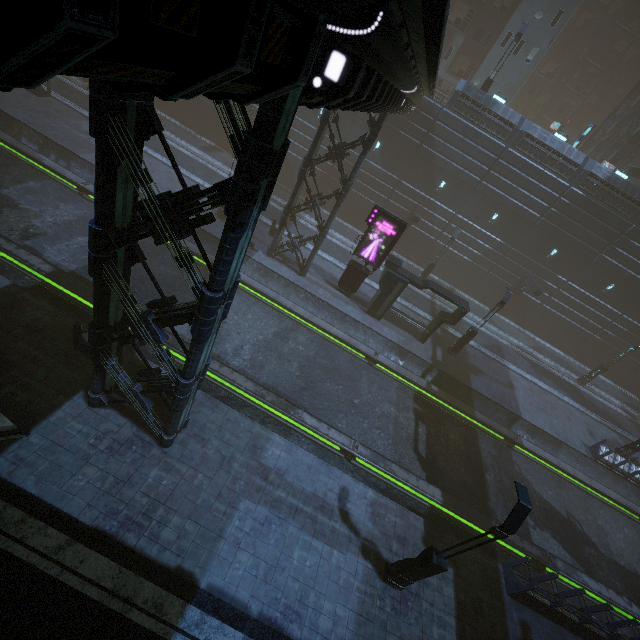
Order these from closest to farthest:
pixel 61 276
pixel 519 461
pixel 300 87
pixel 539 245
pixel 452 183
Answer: pixel 300 87
pixel 61 276
pixel 519 461
pixel 452 183
pixel 539 245

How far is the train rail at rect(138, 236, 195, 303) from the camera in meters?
16.8 m

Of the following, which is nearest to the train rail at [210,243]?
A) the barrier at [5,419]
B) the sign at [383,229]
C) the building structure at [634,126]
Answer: the sign at [383,229]

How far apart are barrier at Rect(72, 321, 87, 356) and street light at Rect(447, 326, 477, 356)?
19.91m

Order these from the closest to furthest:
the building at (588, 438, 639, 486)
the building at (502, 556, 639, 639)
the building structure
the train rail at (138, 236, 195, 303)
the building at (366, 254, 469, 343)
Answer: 1. the building at (502, 556, 639, 639)
2. the train rail at (138, 236, 195, 303)
3. the building at (366, 254, 469, 343)
4. the building at (588, 438, 639, 486)
5. the building structure

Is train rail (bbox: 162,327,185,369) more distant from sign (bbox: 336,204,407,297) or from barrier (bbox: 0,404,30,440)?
barrier (bbox: 0,404,30,440)

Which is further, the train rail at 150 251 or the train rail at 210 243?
the train rail at 210 243

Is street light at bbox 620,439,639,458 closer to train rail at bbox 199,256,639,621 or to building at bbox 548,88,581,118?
building at bbox 548,88,581,118
